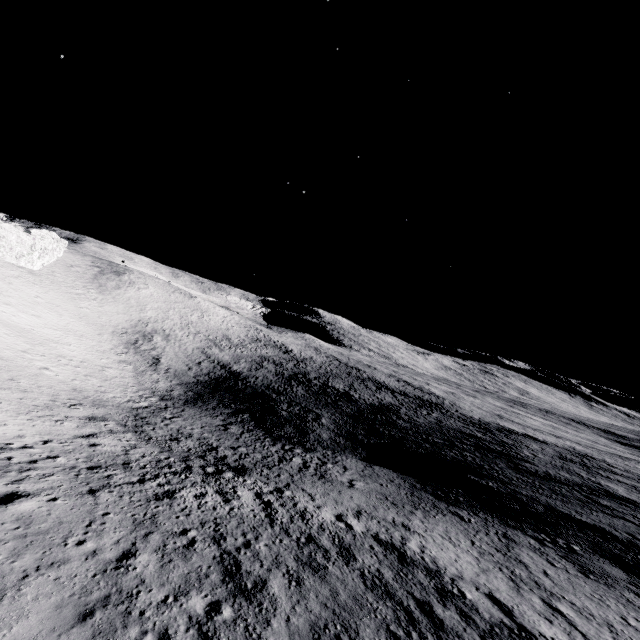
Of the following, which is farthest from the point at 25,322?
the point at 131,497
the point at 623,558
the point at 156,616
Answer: the point at 623,558
